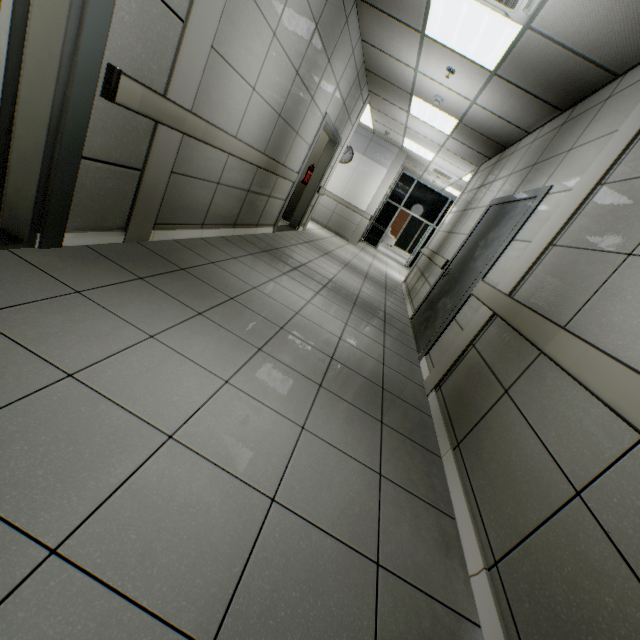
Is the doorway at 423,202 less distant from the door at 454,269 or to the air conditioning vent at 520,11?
the door at 454,269

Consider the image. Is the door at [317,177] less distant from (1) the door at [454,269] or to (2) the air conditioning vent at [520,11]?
(2) the air conditioning vent at [520,11]

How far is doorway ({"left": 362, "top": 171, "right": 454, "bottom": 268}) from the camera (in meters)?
13.32

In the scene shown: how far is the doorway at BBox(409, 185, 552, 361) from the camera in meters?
3.2

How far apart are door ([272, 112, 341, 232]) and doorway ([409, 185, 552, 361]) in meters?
3.0 m

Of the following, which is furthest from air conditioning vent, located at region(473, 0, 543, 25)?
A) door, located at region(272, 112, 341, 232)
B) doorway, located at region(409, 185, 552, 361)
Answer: door, located at region(272, 112, 341, 232)

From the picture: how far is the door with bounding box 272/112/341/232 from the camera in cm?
558

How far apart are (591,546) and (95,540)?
1.6 meters
